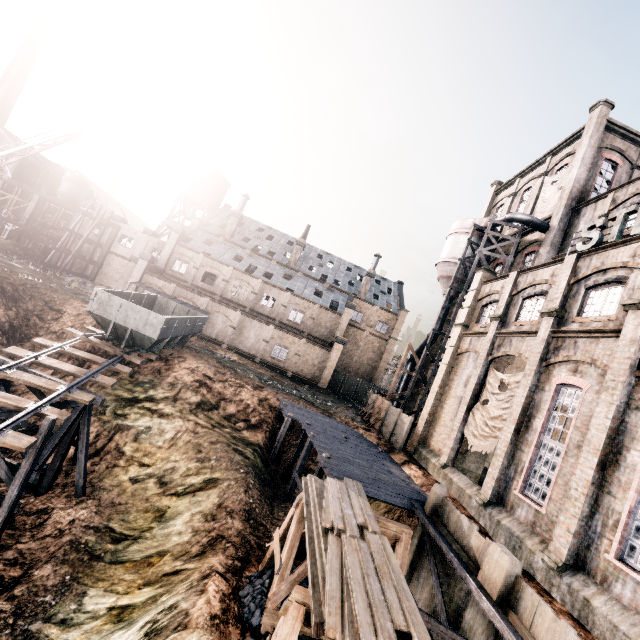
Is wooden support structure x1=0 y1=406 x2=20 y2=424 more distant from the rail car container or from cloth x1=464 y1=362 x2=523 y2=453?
cloth x1=464 y1=362 x2=523 y2=453

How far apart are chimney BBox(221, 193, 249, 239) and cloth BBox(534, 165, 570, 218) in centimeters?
3946cm

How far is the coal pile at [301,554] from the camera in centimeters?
1392cm

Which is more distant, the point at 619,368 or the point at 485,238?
the point at 485,238

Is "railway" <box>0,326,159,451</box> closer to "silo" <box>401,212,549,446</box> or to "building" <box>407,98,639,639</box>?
"building" <box>407,98,639,639</box>

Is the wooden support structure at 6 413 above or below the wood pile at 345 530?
below

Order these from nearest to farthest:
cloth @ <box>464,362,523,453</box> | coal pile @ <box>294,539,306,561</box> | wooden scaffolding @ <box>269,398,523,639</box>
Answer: wooden scaffolding @ <box>269,398,523,639</box> → coal pile @ <box>294,539,306,561</box> → cloth @ <box>464,362,523,453</box>

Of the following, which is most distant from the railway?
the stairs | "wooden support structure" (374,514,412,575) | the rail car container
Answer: the stairs
